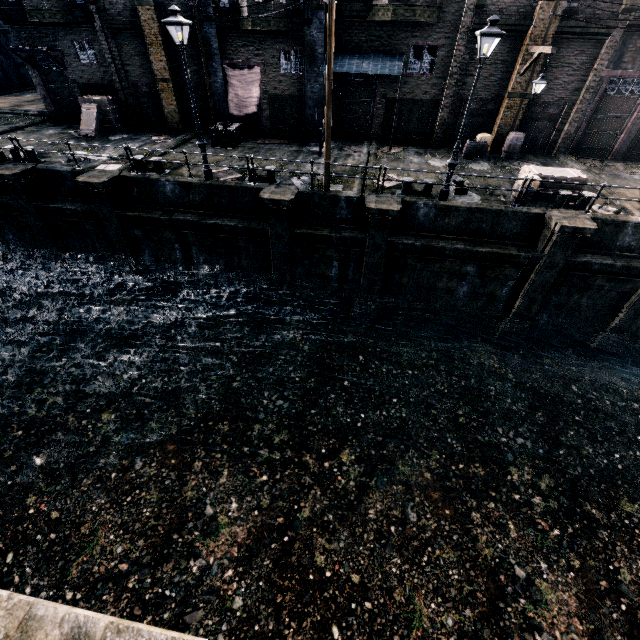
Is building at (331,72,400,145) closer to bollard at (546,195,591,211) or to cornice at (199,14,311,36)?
cornice at (199,14,311,36)

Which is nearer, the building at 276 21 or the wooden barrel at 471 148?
the building at 276 21

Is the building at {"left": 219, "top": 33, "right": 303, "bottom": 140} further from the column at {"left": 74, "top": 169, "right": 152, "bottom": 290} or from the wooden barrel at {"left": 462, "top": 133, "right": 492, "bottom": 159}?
the wooden barrel at {"left": 462, "top": 133, "right": 492, "bottom": 159}

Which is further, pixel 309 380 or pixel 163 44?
pixel 163 44

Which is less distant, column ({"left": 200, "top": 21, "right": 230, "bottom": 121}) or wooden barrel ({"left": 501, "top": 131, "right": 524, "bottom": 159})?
column ({"left": 200, "top": 21, "right": 230, "bottom": 121})

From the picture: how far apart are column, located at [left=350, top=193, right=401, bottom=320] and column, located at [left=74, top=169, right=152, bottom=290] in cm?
1173

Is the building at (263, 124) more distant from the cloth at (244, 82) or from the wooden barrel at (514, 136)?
the wooden barrel at (514, 136)

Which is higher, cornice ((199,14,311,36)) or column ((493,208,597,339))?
cornice ((199,14,311,36))
